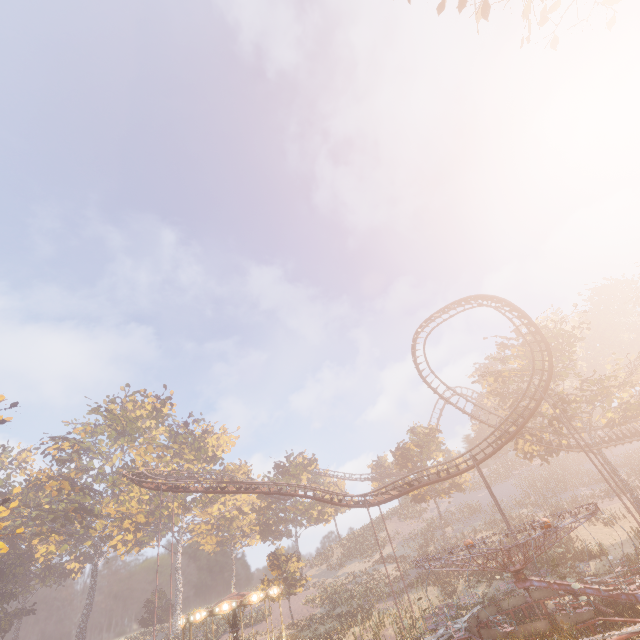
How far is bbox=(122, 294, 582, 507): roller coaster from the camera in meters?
26.8 m

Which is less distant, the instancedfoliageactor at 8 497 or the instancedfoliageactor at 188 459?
the instancedfoliageactor at 8 497

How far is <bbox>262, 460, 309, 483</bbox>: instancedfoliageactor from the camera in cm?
5768

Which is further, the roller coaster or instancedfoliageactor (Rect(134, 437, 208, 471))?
instancedfoliageactor (Rect(134, 437, 208, 471))

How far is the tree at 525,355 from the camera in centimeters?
3475cm

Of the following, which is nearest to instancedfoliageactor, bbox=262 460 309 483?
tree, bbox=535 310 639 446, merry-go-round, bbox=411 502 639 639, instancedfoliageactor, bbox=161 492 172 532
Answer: tree, bbox=535 310 639 446

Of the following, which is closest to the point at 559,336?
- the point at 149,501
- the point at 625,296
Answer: the point at 625,296

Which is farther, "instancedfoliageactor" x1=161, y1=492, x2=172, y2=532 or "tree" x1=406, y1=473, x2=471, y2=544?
"instancedfoliageactor" x1=161, y1=492, x2=172, y2=532
